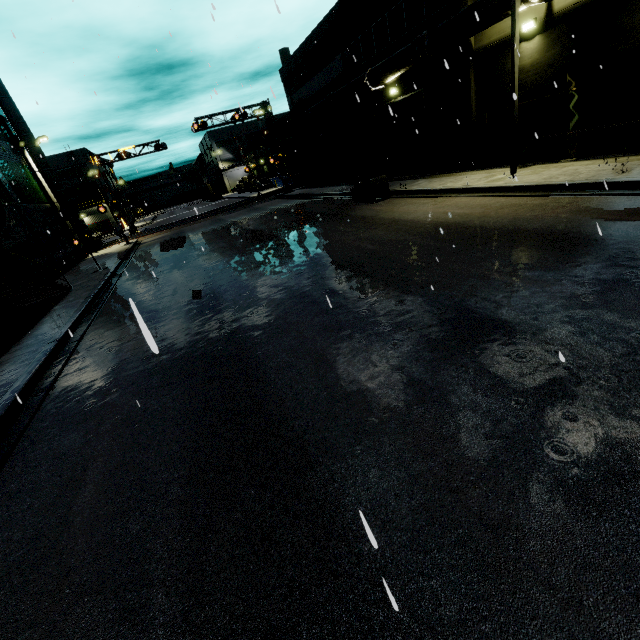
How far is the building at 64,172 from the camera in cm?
5828

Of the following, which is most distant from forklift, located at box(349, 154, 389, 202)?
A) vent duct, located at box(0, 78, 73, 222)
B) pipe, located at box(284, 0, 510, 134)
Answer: vent duct, located at box(0, 78, 73, 222)

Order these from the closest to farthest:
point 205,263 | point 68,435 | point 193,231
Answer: point 68,435
point 205,263
point 193,231

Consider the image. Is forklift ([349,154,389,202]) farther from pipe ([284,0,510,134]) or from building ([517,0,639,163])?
building ([517,0,639,163])

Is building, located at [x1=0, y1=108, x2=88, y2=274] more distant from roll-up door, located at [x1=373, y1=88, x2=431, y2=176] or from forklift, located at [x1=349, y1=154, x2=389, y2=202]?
forklift, located at [x1=349, y1=154, x2=389, y2=202]

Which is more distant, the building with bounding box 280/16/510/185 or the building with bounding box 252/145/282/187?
the building with bounding box 252/145/282/187

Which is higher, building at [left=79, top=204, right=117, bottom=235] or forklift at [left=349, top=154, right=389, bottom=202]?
building at [left=79, top=204, right=117, bottom=235]

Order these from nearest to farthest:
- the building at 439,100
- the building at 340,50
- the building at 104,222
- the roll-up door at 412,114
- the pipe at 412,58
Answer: the pipe at 412,58, the building at 439,100, the building at 340,50, the roll-up door at 412,114, the building at 104,222
